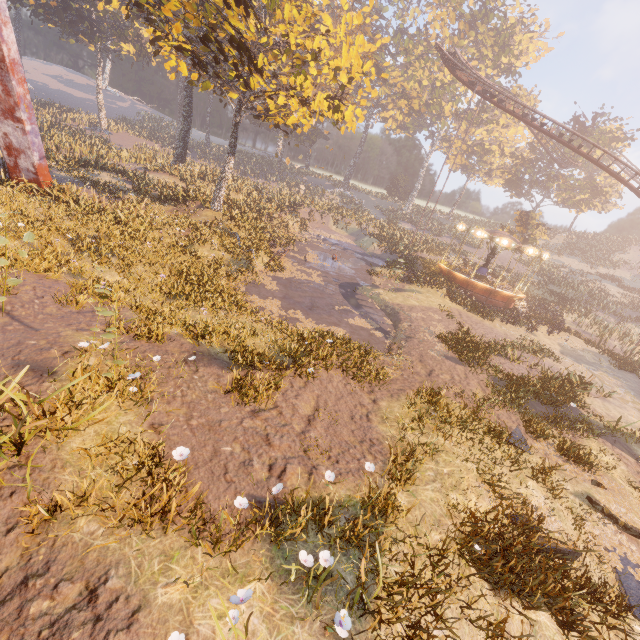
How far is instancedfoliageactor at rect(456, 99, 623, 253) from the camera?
39.72m

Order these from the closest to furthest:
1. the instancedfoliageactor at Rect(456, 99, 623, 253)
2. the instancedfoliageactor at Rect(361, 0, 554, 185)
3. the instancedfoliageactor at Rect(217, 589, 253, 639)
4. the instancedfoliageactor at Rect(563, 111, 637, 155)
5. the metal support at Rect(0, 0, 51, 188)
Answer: the instancedfoliageactor at Rect(217, 589, 253, 639)
the metal support at Rect(0, 0, 51, 188)
the instancedfoliageactor at Rect(456, 99, 623, 253)
the instancedfoliageactor at Rect(563, 111, 637, 155)
the instancedfoliageactor at Rect(361, 0, 554, 185)

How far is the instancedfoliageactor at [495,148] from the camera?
39.7m

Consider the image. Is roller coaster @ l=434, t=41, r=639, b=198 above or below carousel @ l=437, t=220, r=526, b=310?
above

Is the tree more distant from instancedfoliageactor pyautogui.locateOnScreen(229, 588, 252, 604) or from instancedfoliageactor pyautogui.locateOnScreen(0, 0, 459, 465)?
instancedfoliageactor pyautogui.locateOnScreen(229, 588, 252, 604)

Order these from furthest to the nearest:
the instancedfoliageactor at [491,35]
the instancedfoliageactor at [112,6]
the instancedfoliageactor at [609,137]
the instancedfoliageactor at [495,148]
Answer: the instancedfoliageactor at [491,35] < the instancedfoliageactor at [609,137] < the instancedfoliageactor at [495,148] < the instancedfoliageactor at [112,6]

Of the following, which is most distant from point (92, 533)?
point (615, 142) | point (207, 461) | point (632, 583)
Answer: point (615, 142)

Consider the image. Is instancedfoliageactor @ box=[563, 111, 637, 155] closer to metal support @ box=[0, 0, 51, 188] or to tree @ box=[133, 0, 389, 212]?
tree @ box=[133, 0, 389, 212]
